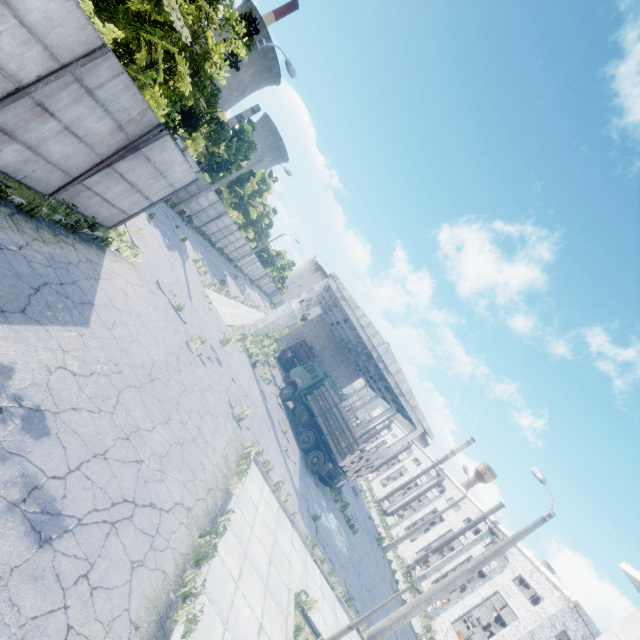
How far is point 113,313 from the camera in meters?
8.6

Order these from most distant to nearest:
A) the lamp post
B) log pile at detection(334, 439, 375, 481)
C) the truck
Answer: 1. the truck
2. log pile at detection(334, 439, 375, 481)
3. the lamp post

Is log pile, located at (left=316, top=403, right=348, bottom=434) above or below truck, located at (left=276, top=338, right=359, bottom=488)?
above

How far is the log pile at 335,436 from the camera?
19.17m

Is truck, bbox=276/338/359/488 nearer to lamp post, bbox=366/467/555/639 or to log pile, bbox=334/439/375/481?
log pile, bbox=334/439/375/481

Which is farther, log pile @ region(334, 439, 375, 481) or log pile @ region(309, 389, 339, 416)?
log pile @ region(309, 389, 339, 416)

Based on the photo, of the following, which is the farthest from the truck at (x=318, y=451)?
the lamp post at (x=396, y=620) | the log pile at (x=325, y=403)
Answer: the lamp post at (x=396, y=620)
